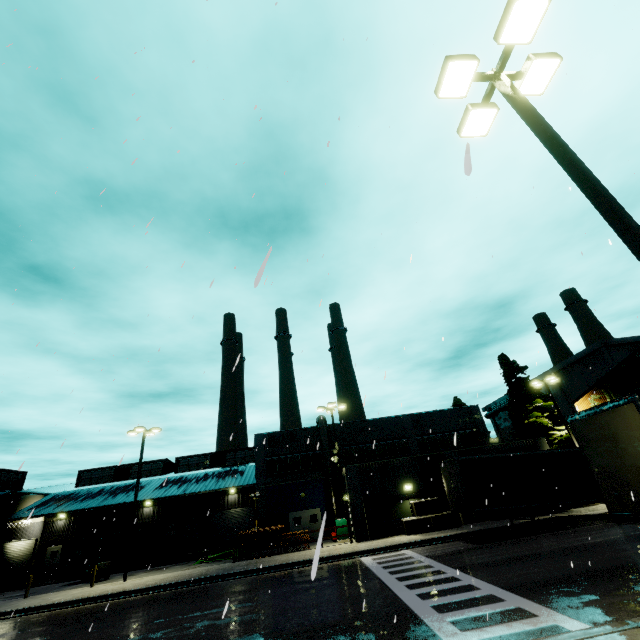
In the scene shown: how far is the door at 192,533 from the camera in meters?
34.8 m

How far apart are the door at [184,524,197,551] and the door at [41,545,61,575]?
12.69m

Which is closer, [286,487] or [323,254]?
[323,254]

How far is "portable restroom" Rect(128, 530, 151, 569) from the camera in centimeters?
2947cm

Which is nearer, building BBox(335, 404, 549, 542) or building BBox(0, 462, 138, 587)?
building BBox(335, 404, 549, 542)

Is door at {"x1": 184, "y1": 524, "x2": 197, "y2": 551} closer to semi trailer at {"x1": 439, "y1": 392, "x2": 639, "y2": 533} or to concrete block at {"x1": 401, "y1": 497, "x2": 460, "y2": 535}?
semi trailer at {"x1": 439, "y1": 392, "x2": 639, "y2": 533}

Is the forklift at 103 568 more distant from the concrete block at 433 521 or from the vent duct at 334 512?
the concrete block at 433 521

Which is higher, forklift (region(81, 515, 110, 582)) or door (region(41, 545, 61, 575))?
door (region(41, 545, 61, 575))
